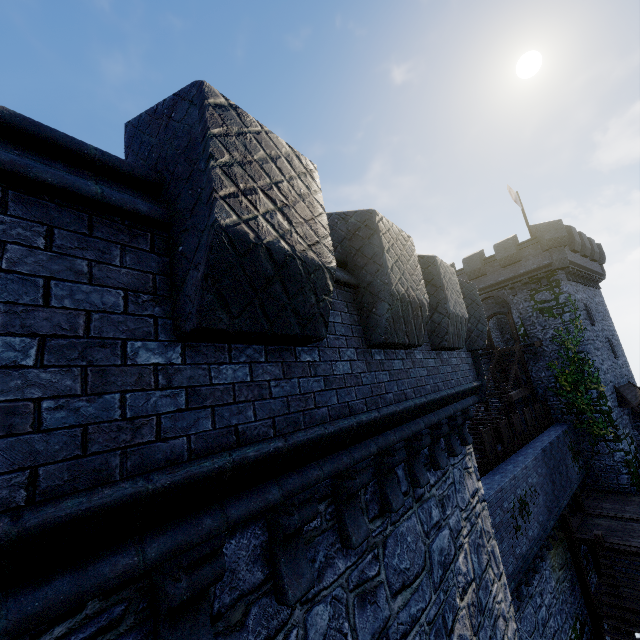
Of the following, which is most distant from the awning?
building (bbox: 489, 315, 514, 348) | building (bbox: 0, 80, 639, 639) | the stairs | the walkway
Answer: building (bbox: 0, 80, 639, 639)

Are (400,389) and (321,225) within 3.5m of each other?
yes

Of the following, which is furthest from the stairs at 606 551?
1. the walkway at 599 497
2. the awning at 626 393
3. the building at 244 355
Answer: the awning at 626 393

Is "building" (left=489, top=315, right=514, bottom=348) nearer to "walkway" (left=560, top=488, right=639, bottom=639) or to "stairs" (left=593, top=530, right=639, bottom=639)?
"walkway" (left=560, top=488, right=639, bottom=639)

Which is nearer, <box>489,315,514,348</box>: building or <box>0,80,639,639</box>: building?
<box>0,80,639,639</box>: building

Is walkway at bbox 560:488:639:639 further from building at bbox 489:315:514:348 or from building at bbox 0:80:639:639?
building at bbox 0:80:639:639

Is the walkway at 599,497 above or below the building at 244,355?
below

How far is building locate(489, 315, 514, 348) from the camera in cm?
3067
